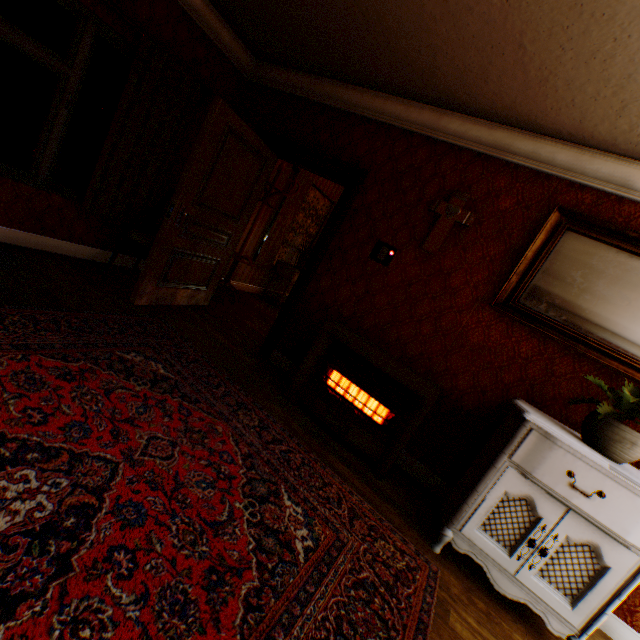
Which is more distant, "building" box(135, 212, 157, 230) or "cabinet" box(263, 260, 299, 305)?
"cabinet" box(263, 260, 299, 305)

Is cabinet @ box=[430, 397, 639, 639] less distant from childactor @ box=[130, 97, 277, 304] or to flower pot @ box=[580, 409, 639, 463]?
flower pot @ box=[580, 409, 639, 463]

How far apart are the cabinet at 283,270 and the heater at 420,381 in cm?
324

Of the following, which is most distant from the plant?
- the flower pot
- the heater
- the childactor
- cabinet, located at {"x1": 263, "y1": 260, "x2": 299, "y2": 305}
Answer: cabinet, located at {"x1": 263, "y1": 260, "x2": 299, "y2": 305}

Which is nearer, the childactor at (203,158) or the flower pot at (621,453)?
the flower pot at (621,453)

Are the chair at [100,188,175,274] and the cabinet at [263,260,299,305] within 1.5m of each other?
no

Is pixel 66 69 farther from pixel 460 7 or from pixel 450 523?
pixel 450 523

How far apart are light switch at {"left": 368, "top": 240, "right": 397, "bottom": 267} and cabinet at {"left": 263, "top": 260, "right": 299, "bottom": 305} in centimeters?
326cm
